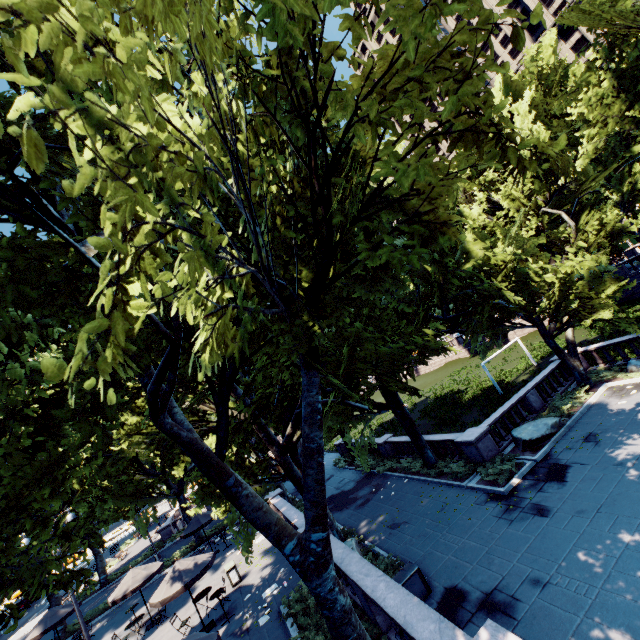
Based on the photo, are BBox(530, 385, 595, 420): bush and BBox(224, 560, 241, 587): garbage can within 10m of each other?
no

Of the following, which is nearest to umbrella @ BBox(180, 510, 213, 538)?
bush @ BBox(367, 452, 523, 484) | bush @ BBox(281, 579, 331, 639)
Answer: bush @ BBox(281, 579, 331, 639)

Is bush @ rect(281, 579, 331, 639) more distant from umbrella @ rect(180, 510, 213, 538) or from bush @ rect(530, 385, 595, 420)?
bush @ rect(530, 385, 595, 420)

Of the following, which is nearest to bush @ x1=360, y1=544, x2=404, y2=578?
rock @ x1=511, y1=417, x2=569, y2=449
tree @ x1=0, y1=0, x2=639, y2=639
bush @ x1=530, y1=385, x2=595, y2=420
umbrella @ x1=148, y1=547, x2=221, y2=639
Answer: tree @ x1=0, y1=0, x2=639, y2=639

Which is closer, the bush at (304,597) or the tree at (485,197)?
the tree at (485,197)

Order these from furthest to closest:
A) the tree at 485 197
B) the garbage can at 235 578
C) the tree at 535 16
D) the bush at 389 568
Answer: the garbage can at 235 578
the bush at 389 568
the tree at 535 16
the tree at 485 197

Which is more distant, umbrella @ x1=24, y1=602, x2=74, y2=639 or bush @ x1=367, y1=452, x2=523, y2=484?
umbrella @ x1=24, y1=602, x2=74, y2=639

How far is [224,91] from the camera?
4.58m
